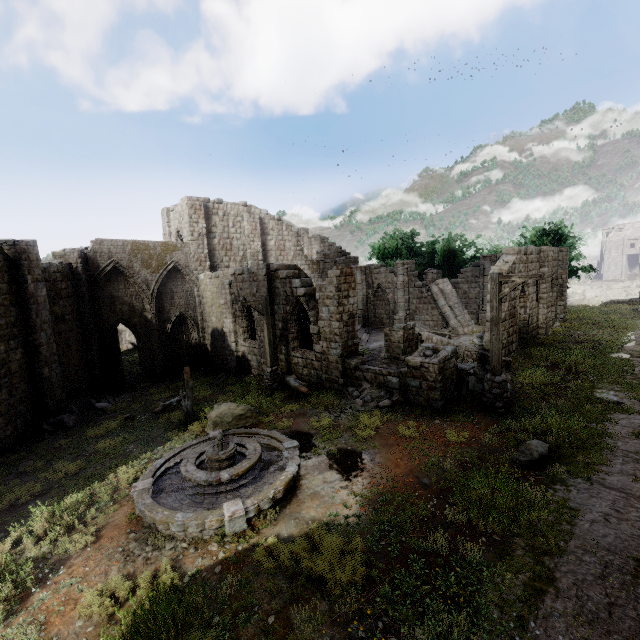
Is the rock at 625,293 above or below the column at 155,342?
below

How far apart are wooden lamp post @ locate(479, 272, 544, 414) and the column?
20.13m

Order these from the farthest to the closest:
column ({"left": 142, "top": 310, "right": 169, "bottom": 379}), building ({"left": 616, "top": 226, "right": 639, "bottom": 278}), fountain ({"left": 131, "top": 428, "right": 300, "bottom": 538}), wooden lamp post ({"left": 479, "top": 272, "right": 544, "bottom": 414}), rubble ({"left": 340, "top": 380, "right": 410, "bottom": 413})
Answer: building ({"left": 616, "top": 226, "right": 639, "bottom": 278}) < column ({"left": 142, "top": 310, "right": 169, "bottom": 379}) < rubble ({"left": 340, "top": 380, "right": 410, "bottom": 413}) < wooden lamp post ({"left": 479, "top": 272, "right": 544, "bottom": 414}) < fountain ({"left": 131, "top": 428, "right": 300, "bottom": 538})

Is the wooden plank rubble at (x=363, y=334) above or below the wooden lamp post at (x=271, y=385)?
above

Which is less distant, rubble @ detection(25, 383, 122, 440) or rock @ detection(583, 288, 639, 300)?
rubble @ detection(25, 383, 122, 440)

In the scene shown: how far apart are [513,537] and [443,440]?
3.5m

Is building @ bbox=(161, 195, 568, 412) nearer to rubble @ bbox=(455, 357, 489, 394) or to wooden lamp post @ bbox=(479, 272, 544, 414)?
rubble @ bbox=(455, 357, 489, 394)

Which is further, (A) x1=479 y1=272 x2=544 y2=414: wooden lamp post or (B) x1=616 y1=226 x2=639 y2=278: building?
(B) x1=616 y1=226 x2=639 y2=278: building
